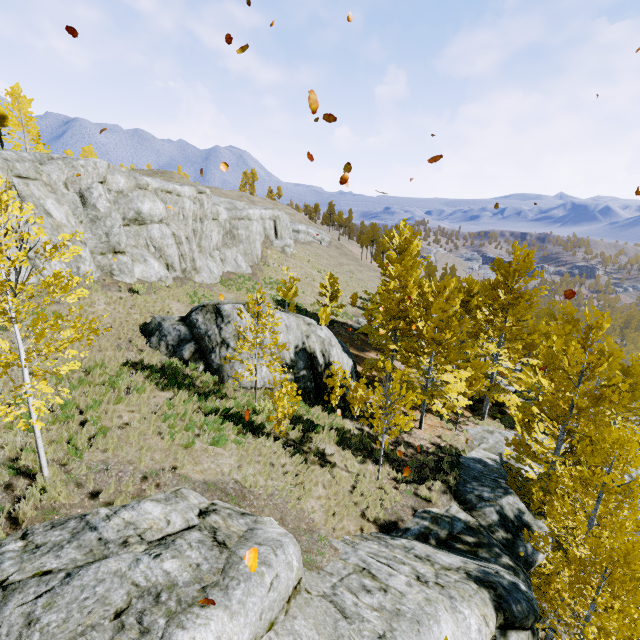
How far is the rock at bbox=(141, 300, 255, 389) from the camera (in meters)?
13.97

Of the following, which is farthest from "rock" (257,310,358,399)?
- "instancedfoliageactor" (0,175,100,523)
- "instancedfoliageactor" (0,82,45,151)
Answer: "instancedfoliageactor" (0,82,45,151)

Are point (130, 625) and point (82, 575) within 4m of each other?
yes

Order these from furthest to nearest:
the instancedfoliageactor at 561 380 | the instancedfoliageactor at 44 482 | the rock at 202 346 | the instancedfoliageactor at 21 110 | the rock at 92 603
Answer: the instancedfoliageactor at 21 110, the rock at 202 346, the instancedfoliageactor at 561 380, the instancedfoliageactor at 44 482, the rock at 92 603

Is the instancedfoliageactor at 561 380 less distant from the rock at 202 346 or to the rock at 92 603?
the rock at 92 603

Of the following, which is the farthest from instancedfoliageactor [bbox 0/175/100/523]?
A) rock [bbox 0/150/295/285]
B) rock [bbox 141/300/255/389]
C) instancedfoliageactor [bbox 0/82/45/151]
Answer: instancedfoliageactor [bbox 0/82/45/151]

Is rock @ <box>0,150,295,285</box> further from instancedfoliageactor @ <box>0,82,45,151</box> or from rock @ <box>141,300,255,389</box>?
instancedfoliageactor @ <box>0,82,45,151</box>

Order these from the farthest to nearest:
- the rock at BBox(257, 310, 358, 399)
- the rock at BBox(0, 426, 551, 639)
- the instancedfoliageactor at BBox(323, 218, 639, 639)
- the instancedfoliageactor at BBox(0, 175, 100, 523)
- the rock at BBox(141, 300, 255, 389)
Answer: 1. the rock at BBox(257, 310, 358, 399)
2. the rock at BBox(141, 300, 255, 389)
3. the instancedfoliageactor at BBox(323, 218, 639, 639)
4. the instancedfoliageactor at BBox(0, 175, 100, 523)
5. the rock at BBox(0, 426, 551, 639)
